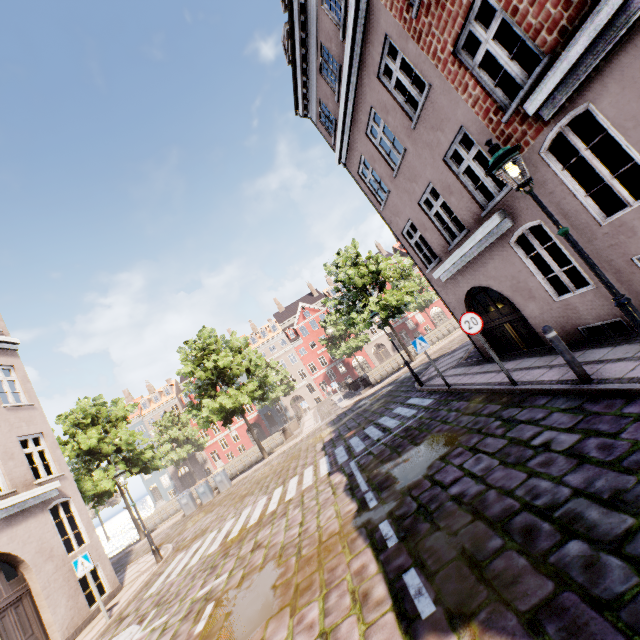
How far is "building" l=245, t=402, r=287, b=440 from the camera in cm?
5066

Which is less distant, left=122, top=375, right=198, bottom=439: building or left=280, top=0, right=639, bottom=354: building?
left=280, top=0, right=639, bottom=354: building

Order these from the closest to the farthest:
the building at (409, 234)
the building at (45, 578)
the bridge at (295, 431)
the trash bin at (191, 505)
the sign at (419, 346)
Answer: the building at (409, 234) < the building at (45, 578) < the sign at (419, 346) < the trash bin at (191, 505) < the bridge at (295, 431)

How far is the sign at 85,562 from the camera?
9.2m

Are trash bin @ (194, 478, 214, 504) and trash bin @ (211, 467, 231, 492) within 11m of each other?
yes

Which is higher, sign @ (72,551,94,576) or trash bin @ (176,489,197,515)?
sign @ (72,551,94,576)

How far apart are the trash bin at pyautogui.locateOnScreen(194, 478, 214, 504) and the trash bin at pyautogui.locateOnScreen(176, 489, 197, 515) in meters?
0.5

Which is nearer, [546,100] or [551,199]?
[546,100]
